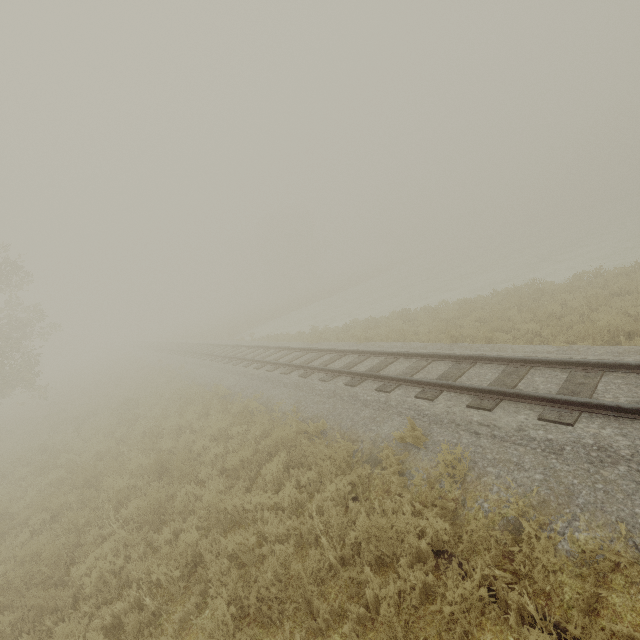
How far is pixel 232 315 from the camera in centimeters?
5319cm
